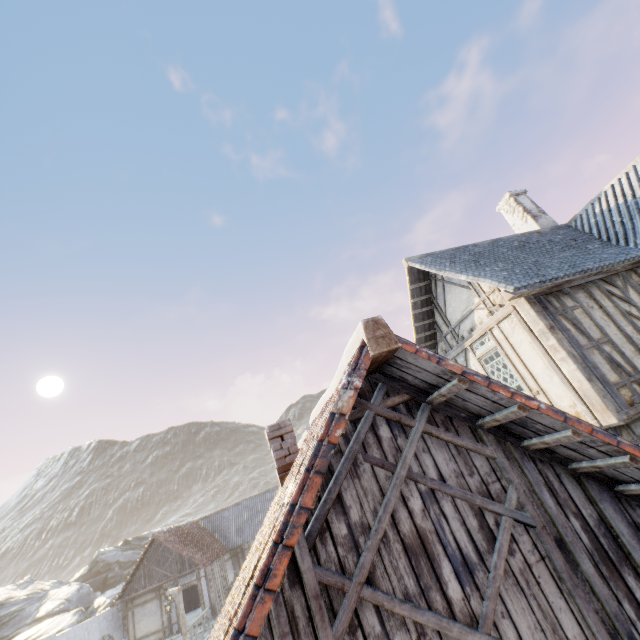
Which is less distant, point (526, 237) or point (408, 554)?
point (408, 554)

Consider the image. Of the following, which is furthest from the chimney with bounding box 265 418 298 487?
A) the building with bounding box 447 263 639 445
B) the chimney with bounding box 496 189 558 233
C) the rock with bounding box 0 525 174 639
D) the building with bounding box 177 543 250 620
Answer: the rock with bounding box 0 525 174 639

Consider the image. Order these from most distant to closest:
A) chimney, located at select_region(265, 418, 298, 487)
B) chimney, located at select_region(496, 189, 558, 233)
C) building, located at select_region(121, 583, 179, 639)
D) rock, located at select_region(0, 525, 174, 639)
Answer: rock, located at select_region(0, 525, 174, 639)
building, located at select_region(121, 583, 179, 639)
chimney, located at select_region(496, 189, 558, 233)
chimney, located at select_region(265, 418, 298, 487)

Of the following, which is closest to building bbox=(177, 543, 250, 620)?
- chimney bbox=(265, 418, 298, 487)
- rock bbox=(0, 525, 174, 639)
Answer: rock bbox=(0, 525, 174, 639)

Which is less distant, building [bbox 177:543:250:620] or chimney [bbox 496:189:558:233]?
chimney [bbox 496:189:558:233]

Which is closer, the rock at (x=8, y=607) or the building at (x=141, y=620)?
the building at (x=141, y=620)

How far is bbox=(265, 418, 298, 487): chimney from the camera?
6.1 meters

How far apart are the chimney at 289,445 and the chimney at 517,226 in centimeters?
1175cm
